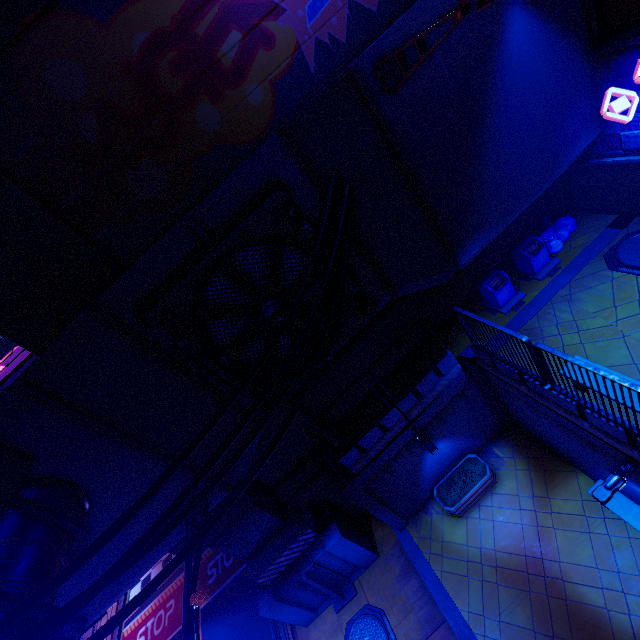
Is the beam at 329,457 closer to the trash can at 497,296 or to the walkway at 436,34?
the walkway at 436,34

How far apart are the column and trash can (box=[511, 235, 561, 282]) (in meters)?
9.43

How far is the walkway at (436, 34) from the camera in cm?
640

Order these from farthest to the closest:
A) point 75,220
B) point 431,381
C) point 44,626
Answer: point 431,381
point 75,220
point 44,626

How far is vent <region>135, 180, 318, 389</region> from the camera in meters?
6.9

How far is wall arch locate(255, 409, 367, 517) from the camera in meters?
11.7

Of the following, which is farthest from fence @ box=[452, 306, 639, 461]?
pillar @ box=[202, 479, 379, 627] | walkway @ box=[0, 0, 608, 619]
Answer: pillar @ box=[202, 479, 379, 627]

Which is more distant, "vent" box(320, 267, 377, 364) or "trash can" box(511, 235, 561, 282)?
"trash can" box(511, 235, 561, 282)
